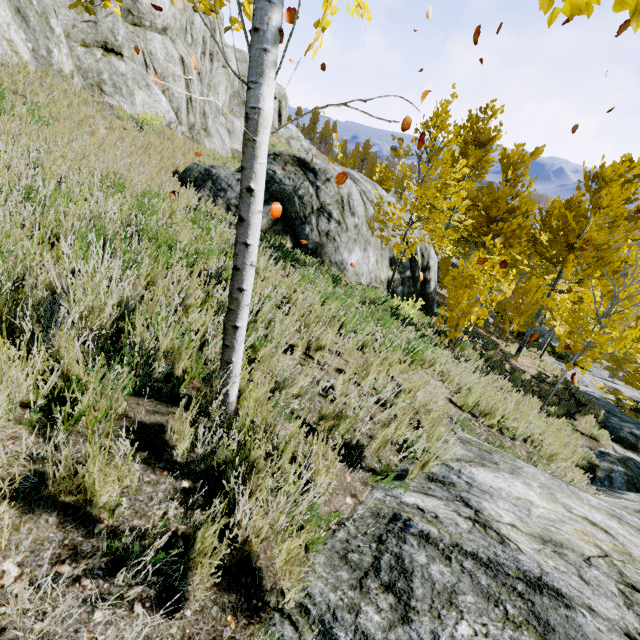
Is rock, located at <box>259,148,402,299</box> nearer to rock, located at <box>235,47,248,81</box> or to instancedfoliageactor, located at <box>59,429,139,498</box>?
instancedfoliageactor, located at <box>59,429,139,498</box>

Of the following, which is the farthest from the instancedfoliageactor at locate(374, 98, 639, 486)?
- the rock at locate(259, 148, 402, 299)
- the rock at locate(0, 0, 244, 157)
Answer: the rock at locate(259, 148, 402, 299)

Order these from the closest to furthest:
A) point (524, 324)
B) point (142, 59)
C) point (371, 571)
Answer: point (371, 571) < point (142, 59) < point (524, 324)

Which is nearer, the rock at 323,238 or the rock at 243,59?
the rock at 323,238

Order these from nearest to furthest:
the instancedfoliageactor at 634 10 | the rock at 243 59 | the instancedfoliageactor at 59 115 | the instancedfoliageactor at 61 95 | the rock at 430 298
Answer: the instancedfoliageactor at 634 10, the instancedfoliageactor at 59 115, the instancedfoliageactor at 61 95, the rock at 430 298, the rock at 243 59

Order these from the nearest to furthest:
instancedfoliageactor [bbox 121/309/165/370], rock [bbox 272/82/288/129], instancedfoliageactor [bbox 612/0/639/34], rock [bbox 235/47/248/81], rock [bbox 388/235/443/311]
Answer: instancedfoliageactor [bbox 612/0/639/34] < instancedfoliageactor [bbox 121/309/165/370] < rock [bbox 388/235/443/311] < rock [bbox 235/47/248/81] < rock [bbox 272/82/288/129]

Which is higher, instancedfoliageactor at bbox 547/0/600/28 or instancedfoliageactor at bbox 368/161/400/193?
instancedfoliageactor at bbox 547/0/600/28
